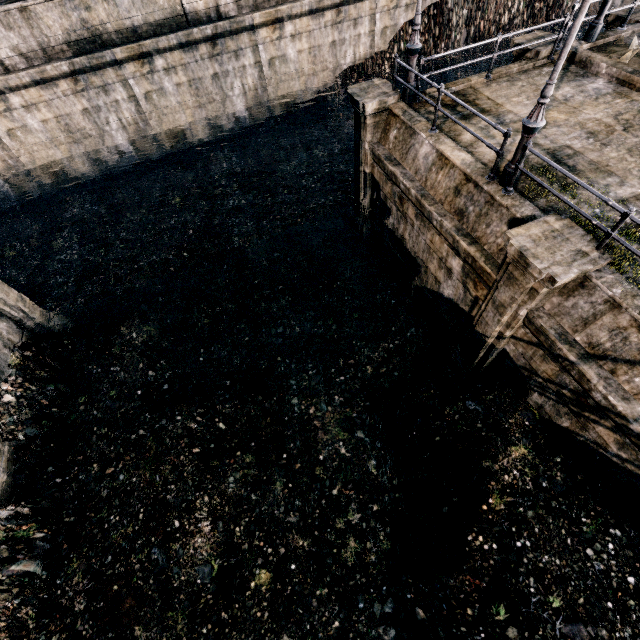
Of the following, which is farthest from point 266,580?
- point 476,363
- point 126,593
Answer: point 476,363

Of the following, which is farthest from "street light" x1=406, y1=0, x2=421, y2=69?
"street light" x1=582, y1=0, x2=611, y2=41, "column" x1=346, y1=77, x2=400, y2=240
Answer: "street light" x1=582, y1=0, x2=611, y2=41

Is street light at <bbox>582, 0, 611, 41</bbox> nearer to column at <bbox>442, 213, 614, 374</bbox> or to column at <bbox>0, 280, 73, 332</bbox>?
column at <bbox>442, 213, 614, 374</bbox>

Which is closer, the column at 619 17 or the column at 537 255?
Result: the column at 537 255

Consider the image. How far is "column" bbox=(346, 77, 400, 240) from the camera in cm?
1113

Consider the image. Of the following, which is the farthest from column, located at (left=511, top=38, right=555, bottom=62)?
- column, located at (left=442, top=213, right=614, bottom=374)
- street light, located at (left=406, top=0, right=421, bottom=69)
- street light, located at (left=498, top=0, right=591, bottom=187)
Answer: column, located at (left=442, top=213, right=614, bottom=374)

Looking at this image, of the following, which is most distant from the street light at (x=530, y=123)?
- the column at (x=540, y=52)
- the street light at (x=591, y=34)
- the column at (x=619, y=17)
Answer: the column at (x=619, y=17)

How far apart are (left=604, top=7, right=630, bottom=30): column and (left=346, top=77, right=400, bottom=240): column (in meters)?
10.08
